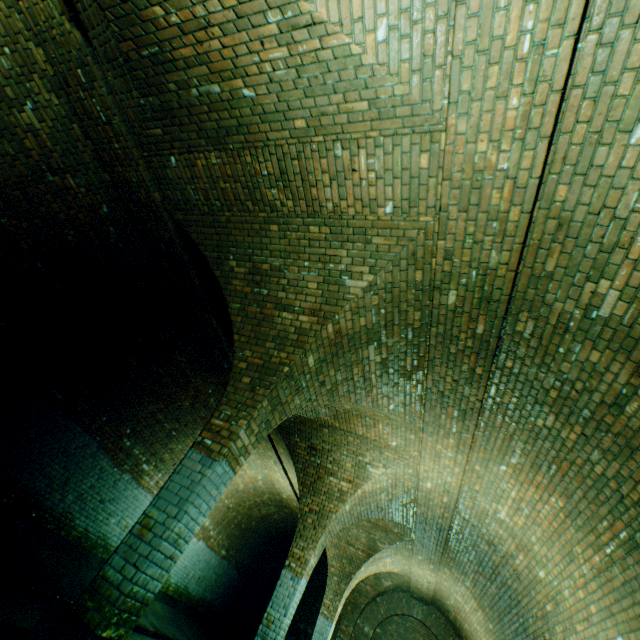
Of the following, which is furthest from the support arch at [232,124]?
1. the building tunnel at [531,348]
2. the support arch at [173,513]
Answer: the support arch at [173,513]

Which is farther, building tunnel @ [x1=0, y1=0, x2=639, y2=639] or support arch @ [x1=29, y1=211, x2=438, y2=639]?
support arch @ [x1=29, y1=211, x2=438, y2=639]

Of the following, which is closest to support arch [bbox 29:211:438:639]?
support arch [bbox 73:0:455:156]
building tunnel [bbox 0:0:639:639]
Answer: building tunnel [bbox 0:0:639:639]

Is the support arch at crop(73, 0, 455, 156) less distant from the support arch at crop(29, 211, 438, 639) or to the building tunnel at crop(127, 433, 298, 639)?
the building tunnel at crop(127, 433, 298, 639)

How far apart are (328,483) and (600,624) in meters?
4.9 m

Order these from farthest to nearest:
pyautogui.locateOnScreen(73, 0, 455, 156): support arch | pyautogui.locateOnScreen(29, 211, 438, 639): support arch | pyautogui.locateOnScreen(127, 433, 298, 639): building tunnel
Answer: pyautogui.locateOnScreen(127, 433, 298, 639): building tunnel, pyautogui.locateOnScreen(29, 211, 438, 639): support arch, pyautogui.locateOnScreen(73, 0, 455, 156): support arch
